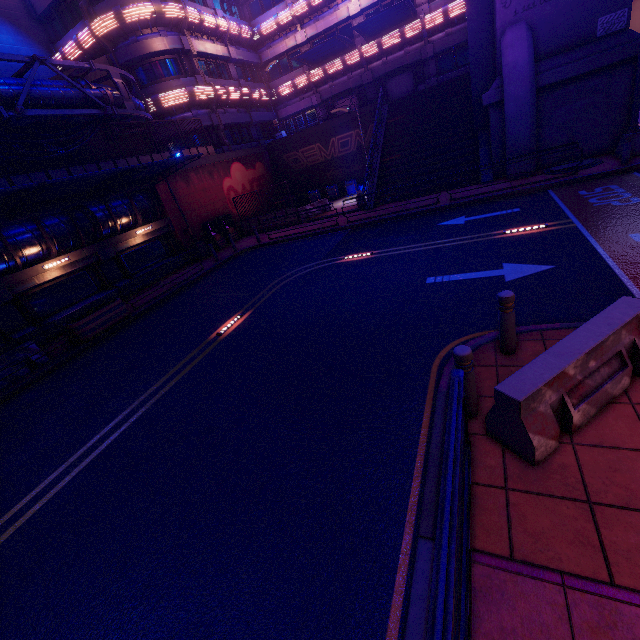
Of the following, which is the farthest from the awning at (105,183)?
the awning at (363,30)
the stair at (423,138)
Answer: the awning at (363,30)

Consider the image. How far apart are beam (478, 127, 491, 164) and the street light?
16.7 meters

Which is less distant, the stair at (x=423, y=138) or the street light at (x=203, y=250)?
the stair at (x=423, y=138)

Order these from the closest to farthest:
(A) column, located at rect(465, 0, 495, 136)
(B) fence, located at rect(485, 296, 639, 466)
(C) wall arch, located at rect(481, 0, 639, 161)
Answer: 1. (B) fence, located at rect(485, 296, 639, 466)
2. (C) wall arch, located at rect(481, 0, 639, 161)
3. (A) column, located at rect(465, 0, 495, 136)

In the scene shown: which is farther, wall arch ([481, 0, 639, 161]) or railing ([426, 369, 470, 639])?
wall arch ([481, 0, 639, 161])

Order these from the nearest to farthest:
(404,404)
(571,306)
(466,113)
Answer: (404,404) → (571,306) → (466,113)

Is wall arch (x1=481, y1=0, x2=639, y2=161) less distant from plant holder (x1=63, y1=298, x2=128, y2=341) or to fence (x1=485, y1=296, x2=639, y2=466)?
fence (x1=485, y1=296, x2=639, y2=466)

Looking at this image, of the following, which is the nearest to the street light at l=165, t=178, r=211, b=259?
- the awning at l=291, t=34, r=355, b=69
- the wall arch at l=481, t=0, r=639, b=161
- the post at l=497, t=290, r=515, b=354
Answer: the awning at l=291, t=34, r=355, b=69
